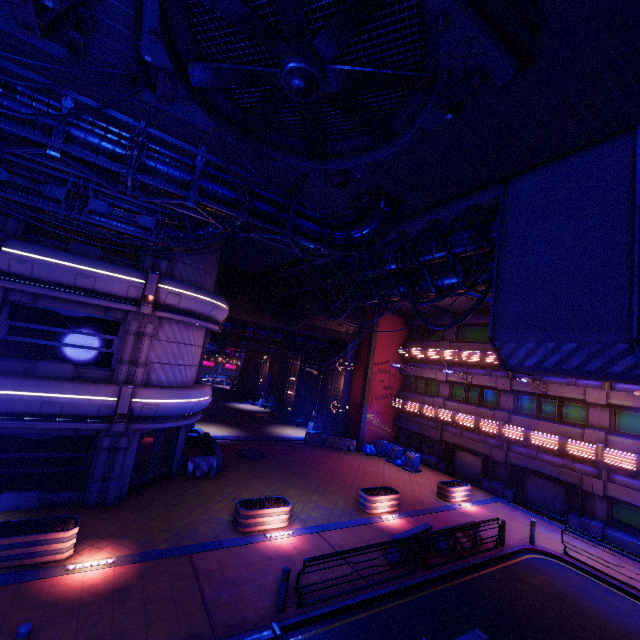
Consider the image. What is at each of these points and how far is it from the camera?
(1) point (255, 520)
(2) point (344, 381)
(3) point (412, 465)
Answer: (1) plant holder, 12.33m
(2) tunnel, 29.23m
(3) trash can, 23.67m

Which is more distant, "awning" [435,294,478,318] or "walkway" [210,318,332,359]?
"walkway" [210,318,332,359]

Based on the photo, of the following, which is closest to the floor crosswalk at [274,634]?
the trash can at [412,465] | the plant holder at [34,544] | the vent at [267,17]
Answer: the plant holder at [34,544]

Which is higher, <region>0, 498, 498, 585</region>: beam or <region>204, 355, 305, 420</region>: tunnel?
<region>204, 355, 305, 420</region>: tunnel

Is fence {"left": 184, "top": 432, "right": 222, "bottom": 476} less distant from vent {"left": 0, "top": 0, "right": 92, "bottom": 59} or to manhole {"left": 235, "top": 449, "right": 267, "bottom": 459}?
manhole {"left": 235, "top": 449, "right": 267, "bottom": 459}

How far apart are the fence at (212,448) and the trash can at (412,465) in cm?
1310

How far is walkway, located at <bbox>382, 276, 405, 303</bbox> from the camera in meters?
14.9

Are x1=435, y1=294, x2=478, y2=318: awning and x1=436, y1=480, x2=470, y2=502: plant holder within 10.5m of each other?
no
